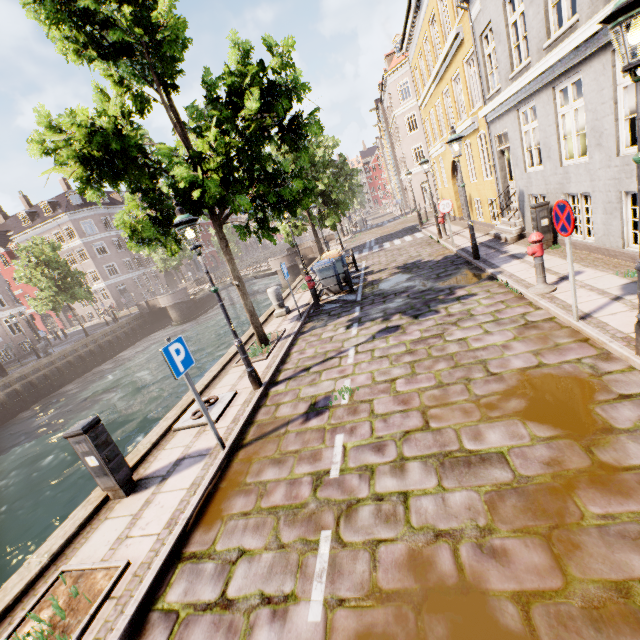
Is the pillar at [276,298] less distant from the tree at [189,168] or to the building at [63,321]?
the tree at [189,168]

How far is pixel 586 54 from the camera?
6.1m

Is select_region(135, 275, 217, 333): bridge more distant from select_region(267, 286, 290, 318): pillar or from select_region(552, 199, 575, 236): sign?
select_region(552, 199, 575, 236): sign

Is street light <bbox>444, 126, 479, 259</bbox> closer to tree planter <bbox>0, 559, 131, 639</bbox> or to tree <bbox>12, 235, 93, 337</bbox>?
tree <bbox>12, 235, 93, 337</bbox>

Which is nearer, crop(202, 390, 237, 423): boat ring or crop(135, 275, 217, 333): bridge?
crop(202, 390, 237, 423): boat ring

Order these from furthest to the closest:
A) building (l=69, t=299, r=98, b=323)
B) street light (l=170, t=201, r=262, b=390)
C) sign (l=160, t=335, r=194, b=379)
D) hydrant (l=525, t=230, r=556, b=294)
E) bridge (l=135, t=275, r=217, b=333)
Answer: building (l=69, t=299, r=98, b=323), bridge (l=135, t=275, r=217, b=333), hydrant (l=525, t=230, r=556, b=294), street light (l=170, t=201, r=262, b=390), sign (l=160, t=335, r=194, b=379)

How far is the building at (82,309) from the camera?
45.6m

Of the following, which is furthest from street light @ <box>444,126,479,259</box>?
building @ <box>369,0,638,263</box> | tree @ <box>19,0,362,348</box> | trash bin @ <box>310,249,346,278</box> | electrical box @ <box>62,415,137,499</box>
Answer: building @ <box>369,0,638,263</box>
